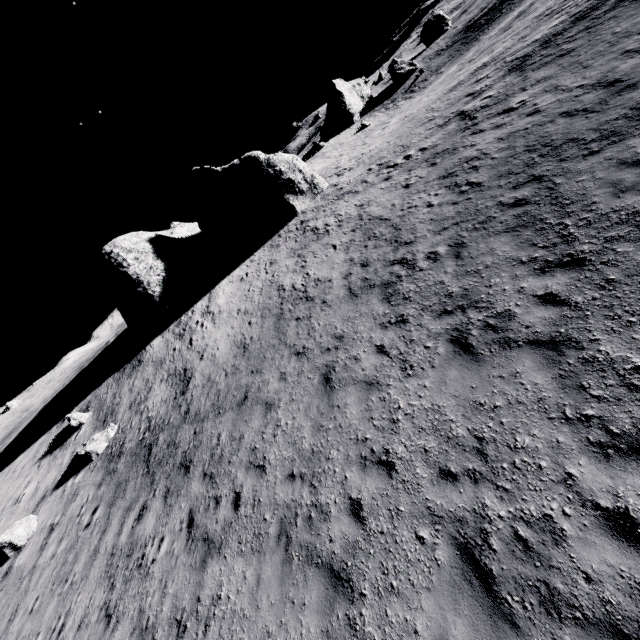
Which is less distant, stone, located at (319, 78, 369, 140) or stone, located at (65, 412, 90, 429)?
stone, located at (65, 412, 90, 429)

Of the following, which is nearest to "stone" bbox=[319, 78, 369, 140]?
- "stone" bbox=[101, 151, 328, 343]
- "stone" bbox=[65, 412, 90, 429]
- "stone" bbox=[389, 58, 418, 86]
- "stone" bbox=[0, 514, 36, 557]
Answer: "stone" bbox=[389, 58, 418, 86]

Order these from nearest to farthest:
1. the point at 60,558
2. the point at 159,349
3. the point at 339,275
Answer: the point at 60,558, the point at 339,275, the point at 159,349

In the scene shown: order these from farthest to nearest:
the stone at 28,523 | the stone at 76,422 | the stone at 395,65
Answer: the stone at 395,65 < the stone at 76,422 < the stone at 28,523

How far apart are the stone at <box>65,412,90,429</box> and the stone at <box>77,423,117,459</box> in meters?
3.4

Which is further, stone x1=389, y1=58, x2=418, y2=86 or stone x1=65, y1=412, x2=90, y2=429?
stone x1=389, y1=58, x2=418, y2=86

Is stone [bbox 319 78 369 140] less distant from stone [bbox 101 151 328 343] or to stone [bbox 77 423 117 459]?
stone [bbox 101 151 328 343]

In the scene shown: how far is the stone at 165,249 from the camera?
23.5m
